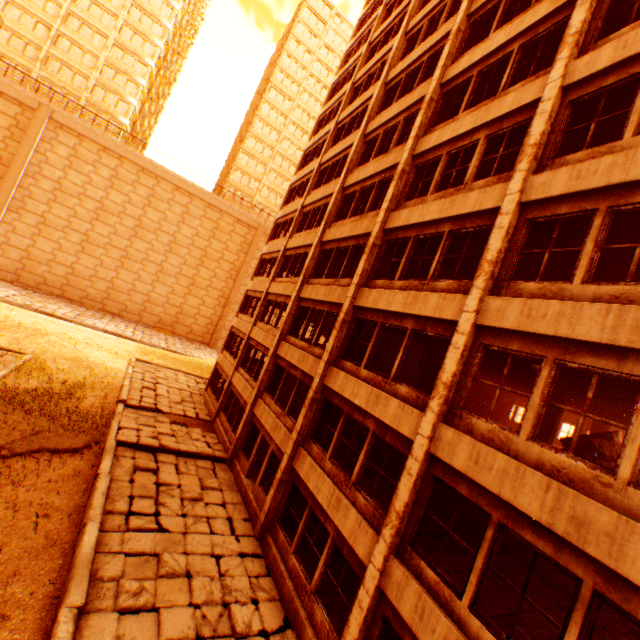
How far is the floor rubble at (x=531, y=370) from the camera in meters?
11.1

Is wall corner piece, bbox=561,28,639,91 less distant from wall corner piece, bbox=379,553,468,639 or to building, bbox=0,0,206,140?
wall corner piece, bbox=379,553,468,639

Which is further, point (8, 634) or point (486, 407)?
point (486, 407)

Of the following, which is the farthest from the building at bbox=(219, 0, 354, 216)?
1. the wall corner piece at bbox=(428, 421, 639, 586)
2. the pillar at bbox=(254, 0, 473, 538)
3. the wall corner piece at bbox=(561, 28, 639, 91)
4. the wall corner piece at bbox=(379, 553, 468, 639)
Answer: the wall corner piece at bbox=(379, 553, 468, 639)

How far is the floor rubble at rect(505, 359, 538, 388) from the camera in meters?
11.1

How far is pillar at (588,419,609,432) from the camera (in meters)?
16.20

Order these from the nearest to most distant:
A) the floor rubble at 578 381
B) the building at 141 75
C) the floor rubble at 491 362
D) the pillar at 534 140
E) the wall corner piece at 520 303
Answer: the wall corner piece at 520 303, the pillar at 534 140, the floor rubble at 578 381, the floor rubble at 491 362, the building at 141 75

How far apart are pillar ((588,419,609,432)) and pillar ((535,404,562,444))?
4.6m
